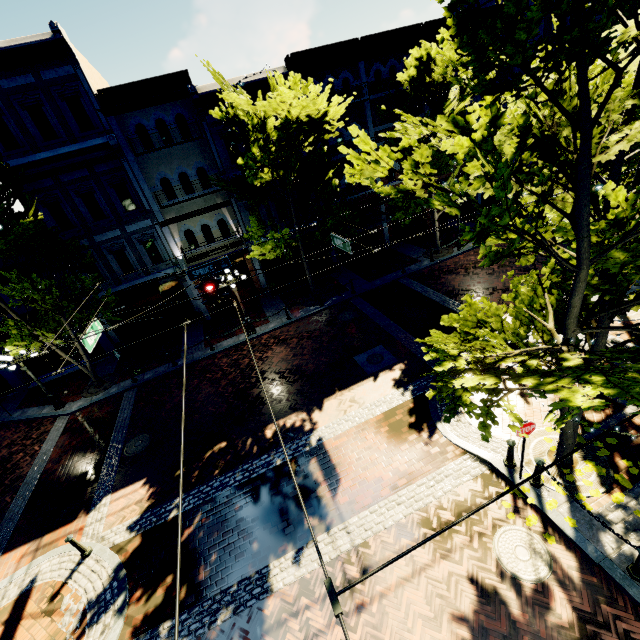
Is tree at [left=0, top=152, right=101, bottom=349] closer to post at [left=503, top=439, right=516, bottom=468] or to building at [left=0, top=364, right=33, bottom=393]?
building at [left=0, top=364, right=33, bottom=393]

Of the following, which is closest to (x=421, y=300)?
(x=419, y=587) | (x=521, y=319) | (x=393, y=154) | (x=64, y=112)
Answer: (x=521, y=319)

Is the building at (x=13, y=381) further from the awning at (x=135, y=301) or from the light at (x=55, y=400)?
the light at (x=55, y=400)

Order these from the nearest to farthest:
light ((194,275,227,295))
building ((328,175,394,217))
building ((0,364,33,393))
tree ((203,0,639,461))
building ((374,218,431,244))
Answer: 1. tree ((203,0,639,461))
2. light ((194,275,227,295))
3. building ((0,364,33,393))
4. building ((328,175,394,217))
5. building ((374,218,431,244))

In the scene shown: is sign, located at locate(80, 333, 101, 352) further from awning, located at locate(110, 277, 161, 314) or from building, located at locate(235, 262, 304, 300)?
building, located at locate(235, 262, 304, 300)

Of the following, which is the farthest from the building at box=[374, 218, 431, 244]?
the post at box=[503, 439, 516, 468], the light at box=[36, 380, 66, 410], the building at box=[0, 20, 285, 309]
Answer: the light at box=[36, 380, 66, 410]

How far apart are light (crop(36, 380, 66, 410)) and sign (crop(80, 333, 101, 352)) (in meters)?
6.66

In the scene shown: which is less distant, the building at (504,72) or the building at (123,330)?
the building at (123,330)
